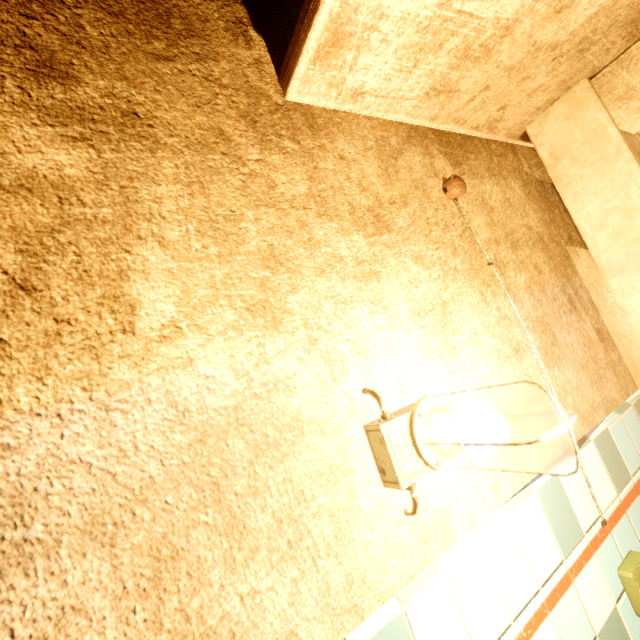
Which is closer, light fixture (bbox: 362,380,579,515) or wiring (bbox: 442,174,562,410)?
light fixture (bbox: 362,380,579,515)

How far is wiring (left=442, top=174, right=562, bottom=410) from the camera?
1.2m

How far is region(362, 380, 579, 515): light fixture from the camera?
0.69m

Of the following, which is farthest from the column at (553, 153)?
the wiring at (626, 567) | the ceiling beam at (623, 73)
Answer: the wiring at (626, 567)

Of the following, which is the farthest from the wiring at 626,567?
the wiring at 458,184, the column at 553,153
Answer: the column at 553,153

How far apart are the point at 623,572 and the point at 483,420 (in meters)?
0.96

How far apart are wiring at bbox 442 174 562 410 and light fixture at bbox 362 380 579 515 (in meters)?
0.59

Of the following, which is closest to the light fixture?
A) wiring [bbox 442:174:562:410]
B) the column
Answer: wiring [bbox 442:174:562:410]
